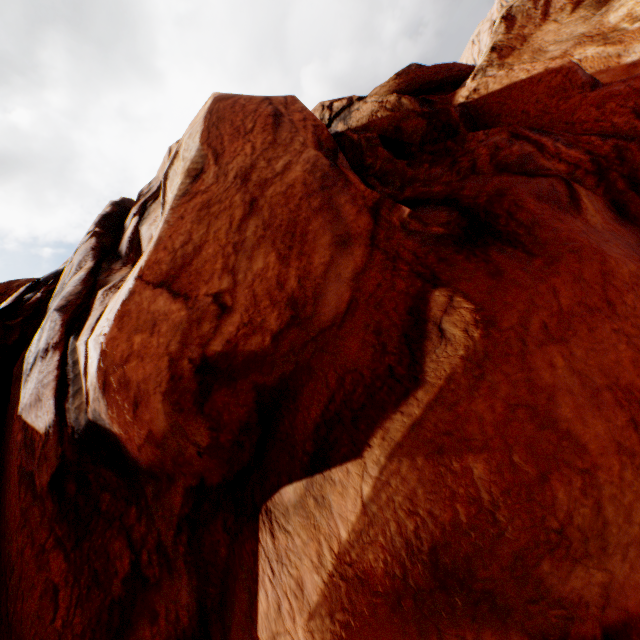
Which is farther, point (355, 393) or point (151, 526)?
point (151, 526)
